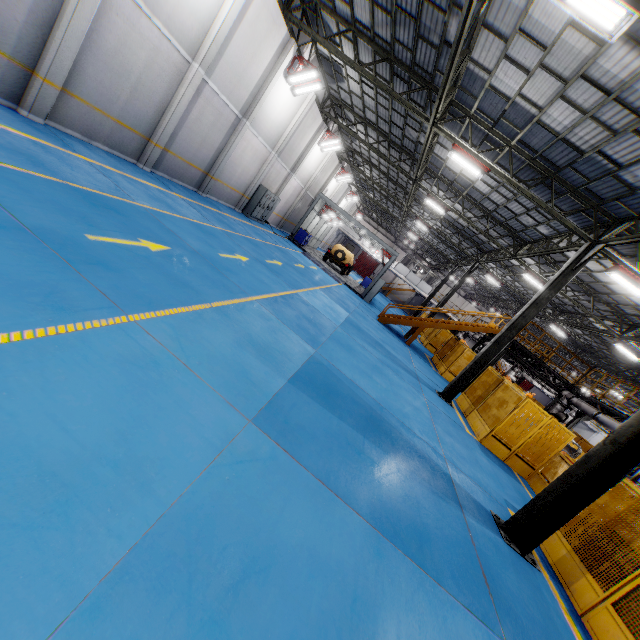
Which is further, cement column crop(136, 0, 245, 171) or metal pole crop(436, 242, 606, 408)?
metal pole crop(436, 242, 606, 408)

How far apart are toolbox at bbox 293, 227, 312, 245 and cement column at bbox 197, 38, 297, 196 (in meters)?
10.57

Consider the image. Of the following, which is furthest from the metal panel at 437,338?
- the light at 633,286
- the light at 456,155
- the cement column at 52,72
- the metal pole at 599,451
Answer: the cement column at 52,72

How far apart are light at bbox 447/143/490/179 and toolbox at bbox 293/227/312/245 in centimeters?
1462cm

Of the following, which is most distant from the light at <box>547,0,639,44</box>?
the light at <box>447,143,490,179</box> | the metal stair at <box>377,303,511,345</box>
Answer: the metal stair at <box>377,303,511,345</box>

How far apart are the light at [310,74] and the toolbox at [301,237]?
10.94m

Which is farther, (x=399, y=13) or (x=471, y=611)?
(x=399, y=13)

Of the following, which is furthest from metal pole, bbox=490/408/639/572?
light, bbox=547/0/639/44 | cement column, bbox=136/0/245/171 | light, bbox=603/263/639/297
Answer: cement column, bbox=136/0/245/171
